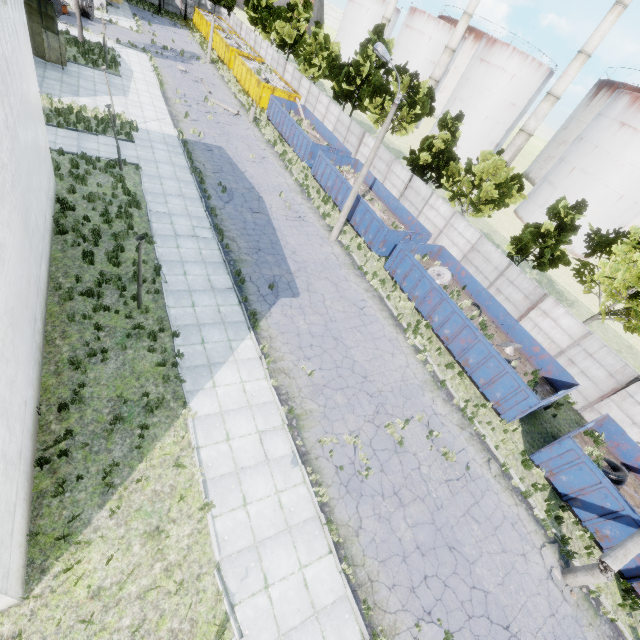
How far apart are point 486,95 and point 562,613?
65.3 meters

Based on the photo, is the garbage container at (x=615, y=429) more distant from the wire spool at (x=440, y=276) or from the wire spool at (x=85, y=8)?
the wire spool at (x=85, y=8)

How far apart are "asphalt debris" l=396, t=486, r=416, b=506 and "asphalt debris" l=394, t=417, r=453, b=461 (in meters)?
1.40

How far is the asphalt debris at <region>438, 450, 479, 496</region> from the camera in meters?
12.3 m

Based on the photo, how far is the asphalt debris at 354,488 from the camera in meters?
10.7 m

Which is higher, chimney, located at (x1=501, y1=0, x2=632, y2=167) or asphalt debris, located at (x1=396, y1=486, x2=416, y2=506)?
chimney, located at (x1=501, y1=0, x2=632, y2=167)

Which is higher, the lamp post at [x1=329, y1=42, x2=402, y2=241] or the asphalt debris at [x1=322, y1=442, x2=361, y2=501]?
the lamp post at [x1=329, y1=42, x2=402, y2=241]

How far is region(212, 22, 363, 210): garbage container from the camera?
26.48m
